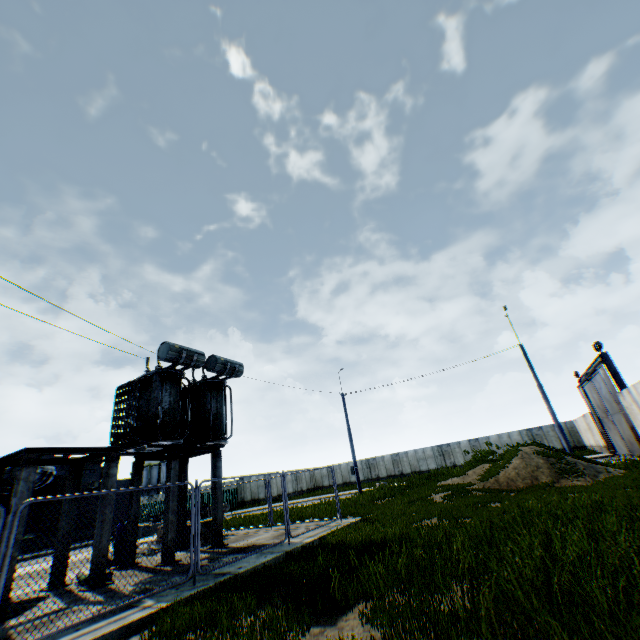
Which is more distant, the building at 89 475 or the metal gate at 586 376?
the building at 89 475

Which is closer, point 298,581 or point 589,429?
point 298,581

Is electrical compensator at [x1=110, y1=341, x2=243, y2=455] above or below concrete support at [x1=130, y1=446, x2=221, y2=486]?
above

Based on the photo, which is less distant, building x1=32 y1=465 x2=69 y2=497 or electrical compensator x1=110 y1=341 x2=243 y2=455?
electrical compensator x1=110 y1=341 x2=243 y2=455

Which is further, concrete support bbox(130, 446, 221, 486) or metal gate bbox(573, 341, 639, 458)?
metal gate bbox(573, 341, 639, 458)

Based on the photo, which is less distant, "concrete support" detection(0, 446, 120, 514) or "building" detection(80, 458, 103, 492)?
"concrete support" detection(0, 446, 120, 514)

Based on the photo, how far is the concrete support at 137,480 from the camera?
11.9 meters

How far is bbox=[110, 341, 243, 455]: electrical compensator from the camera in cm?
1208
